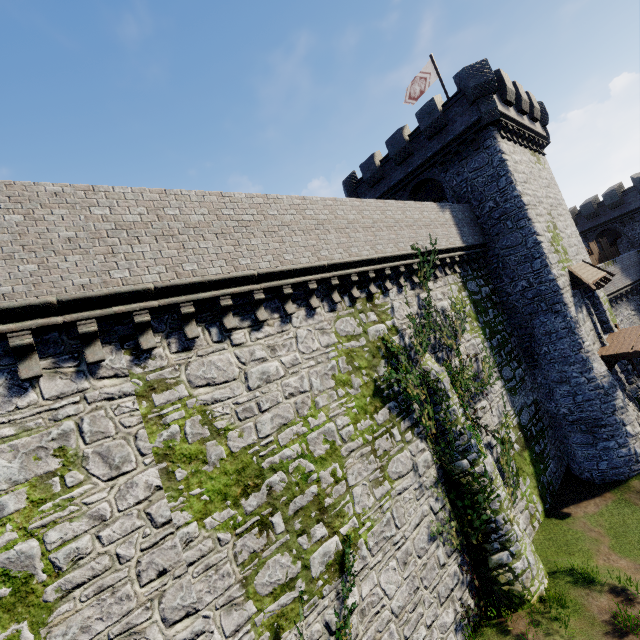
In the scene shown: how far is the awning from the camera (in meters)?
17.94

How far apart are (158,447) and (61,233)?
4.8 meters

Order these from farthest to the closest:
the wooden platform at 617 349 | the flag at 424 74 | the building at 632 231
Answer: the flag at 424 74 < the building at 632 231 < the wooden platform at 617 349

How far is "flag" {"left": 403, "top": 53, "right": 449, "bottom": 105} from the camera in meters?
20.9 m

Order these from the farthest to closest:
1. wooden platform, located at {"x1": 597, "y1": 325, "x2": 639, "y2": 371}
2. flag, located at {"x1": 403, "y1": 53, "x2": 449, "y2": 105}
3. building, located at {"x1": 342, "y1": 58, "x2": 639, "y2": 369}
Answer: flag, located at {"x1": 403, "y1": 53, "x2": 449, "y2": 105} → building, located at {"x1": 342, "y1": 58, "x2": 639, "y2": 369} → wooden platform, located at {"x1": 597, "y1": 325, "x2": 639, "y2": 371}

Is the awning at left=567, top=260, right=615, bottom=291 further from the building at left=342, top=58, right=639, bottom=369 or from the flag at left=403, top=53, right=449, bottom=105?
the flag at left=403, top=53, right=449, bottom=105

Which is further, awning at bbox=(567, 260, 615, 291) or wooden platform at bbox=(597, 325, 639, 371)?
awning at bbox=(567, 260, 615, 291)

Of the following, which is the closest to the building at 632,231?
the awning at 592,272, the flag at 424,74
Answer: the awning at 592,272
